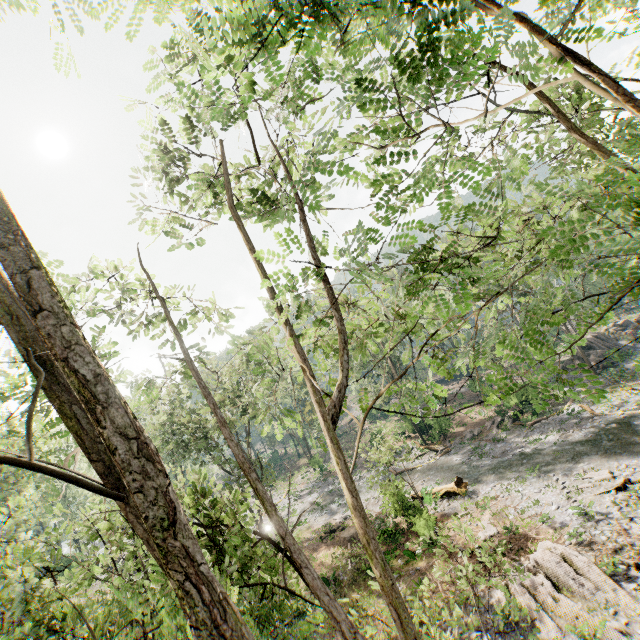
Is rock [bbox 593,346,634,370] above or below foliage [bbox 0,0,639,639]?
below

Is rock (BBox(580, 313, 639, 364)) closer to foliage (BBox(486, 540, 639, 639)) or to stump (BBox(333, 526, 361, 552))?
foliage (BBox(486, 540, 639, 639))

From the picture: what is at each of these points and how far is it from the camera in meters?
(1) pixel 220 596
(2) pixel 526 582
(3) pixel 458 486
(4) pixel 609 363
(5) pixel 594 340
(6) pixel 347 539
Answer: (1) foliage, 1.5 m
(2) foliage, 13.0 m
(3) tree trunk, 23.3 m
(4) rock, 34.7 m
(5) rock, 38.6 m
(6) stump, 22.8 m

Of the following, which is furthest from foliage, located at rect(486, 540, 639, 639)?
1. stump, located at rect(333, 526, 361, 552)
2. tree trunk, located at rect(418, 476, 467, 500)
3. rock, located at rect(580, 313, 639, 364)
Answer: stump, located at rect(333, 526, 361, 552)

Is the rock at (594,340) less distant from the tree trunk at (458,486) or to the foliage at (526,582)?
the foliage at (526,582)

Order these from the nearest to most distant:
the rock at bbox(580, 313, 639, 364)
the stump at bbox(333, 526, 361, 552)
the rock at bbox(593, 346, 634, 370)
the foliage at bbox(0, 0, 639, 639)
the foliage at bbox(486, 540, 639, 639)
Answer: the foliage at bbox(0, 0, 639, 639), the foliage at bbox(486, 540, 639, 639), the stump at bbox(333, 526, 361, 552), the rock at bbox(593, 346, 634, 370), the rock at bbox(580, 313, 639, 364)

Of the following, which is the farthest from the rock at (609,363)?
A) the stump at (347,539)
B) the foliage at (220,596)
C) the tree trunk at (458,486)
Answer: the stump at (347,539)

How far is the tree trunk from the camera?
22.2 meters
